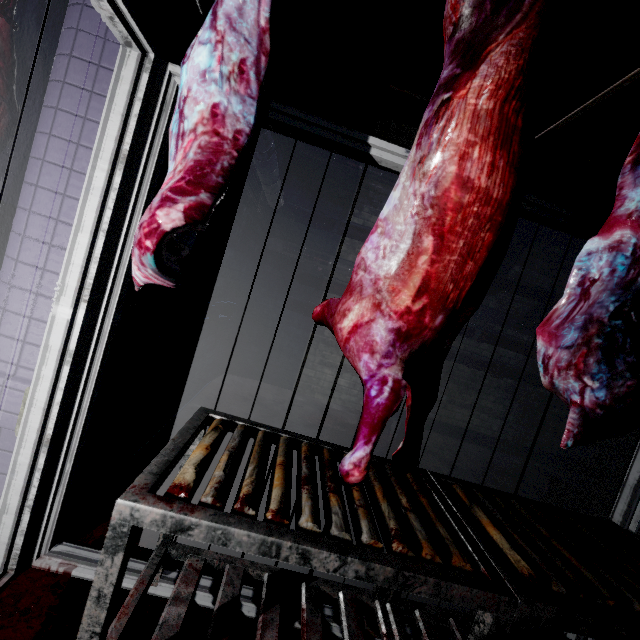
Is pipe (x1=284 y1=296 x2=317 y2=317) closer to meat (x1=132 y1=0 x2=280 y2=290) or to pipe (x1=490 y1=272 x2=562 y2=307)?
pipe (x1=490 y1=272 x2=562 y2=307)

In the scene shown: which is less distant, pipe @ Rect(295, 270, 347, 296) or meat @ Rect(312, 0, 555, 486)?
meat @ Rect(312, 0, 555, 486)

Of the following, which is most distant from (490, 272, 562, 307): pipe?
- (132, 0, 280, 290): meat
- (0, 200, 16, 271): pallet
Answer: (0, 200, 16, 271): pallet

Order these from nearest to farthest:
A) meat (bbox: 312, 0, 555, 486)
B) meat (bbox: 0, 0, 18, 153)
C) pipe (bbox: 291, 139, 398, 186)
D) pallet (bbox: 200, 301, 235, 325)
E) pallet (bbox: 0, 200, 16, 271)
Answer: meat (bbox: 312, 0, 555, 486)
meat (bbox: 0, 0, 18, 153)
pallet (bbox: 0, 200, 16, 271)
pallet (bbox: 200, 301, 235, 325)
pipe (bbox: 291, 139, 398, 186)

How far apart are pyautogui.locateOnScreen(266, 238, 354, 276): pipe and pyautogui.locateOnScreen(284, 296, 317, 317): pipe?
0.1 meters

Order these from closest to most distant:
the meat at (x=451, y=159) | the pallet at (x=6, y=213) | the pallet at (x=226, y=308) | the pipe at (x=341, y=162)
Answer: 1. the meat at (x=451, y=159)
2. the pallet at (x=6, y=213)
3. the pallet at (x=226, y=308)
4. the pipe at (x=341, y=162)

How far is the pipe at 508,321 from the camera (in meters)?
4.41

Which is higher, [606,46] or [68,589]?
[606,46]
